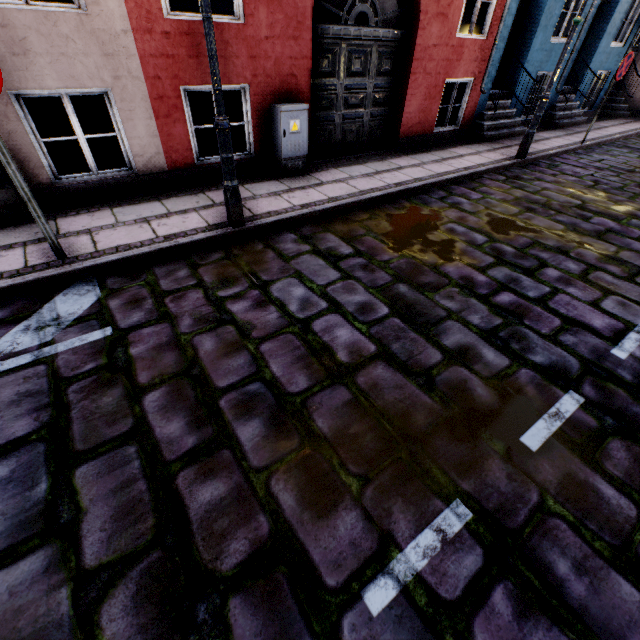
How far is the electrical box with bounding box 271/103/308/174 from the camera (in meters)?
5.34

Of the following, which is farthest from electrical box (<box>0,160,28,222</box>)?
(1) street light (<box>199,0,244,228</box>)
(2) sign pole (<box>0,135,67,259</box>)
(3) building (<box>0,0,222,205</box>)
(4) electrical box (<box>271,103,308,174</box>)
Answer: (4) electrical box (<box>271,103,308,174</box>)

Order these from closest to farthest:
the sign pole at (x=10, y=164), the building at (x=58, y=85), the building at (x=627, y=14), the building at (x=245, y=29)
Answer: the sign pole at (x=10, y=164) < the building at (x=58, y=85) < the building at (x=245, y=29) < the building at (x=627, y=14)

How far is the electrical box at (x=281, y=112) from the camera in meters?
5.3 m

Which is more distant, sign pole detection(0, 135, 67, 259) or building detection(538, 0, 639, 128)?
building detection(538, 0, 639, 128)

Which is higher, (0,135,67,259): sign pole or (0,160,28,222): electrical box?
(0,135,67,259): sign pole

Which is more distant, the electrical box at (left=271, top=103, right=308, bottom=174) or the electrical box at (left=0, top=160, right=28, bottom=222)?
the electrical box at (left=271, top=103, right=308, bottom=174)

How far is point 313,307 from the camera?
3.2m
